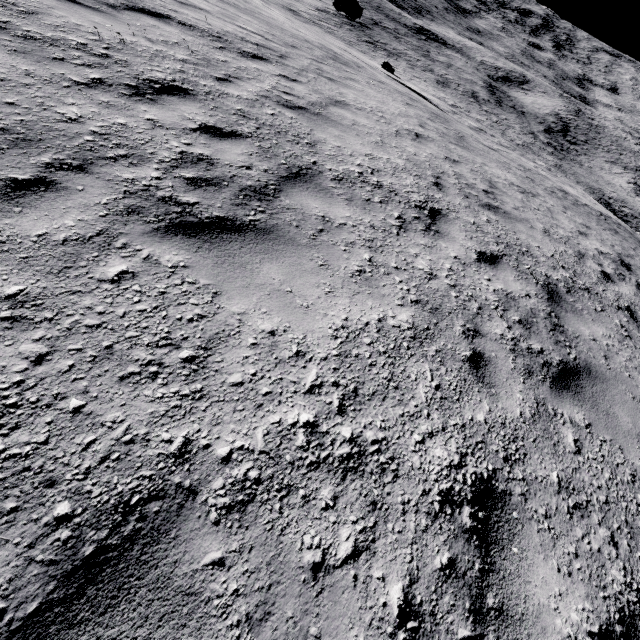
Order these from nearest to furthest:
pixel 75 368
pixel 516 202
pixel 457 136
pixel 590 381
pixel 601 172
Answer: pixel 75 368 < pixel 590 381 < pixel 516 202 < pixel 457 136 < pixel 601 172
